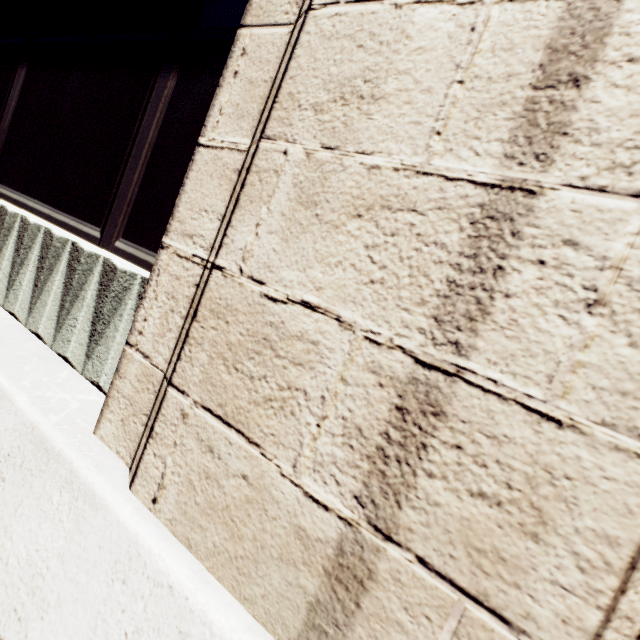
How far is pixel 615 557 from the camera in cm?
94
